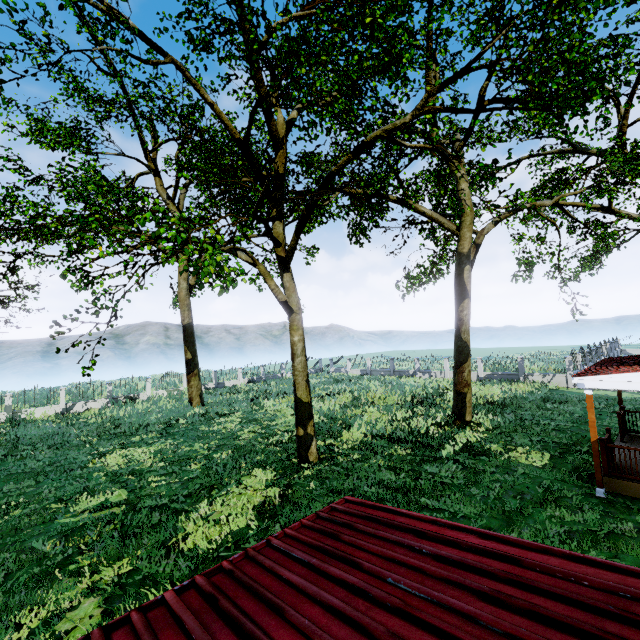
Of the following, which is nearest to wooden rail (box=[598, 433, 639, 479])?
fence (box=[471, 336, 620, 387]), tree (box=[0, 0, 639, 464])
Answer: tree (box=[0, 0, 639, 464])

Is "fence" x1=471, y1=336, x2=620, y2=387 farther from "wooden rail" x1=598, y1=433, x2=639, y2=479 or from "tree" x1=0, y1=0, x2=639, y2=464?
"wooden rail" x1=598, y1=433, x2=639, y2=479

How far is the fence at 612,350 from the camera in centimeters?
2402cm

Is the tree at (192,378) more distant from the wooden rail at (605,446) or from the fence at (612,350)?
the wooden rail at (605,446)

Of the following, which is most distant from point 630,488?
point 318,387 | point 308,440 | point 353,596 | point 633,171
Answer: point 318,387

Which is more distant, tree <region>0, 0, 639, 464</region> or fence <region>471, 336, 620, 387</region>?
fence <region>471, 336, 620, 387</region>
